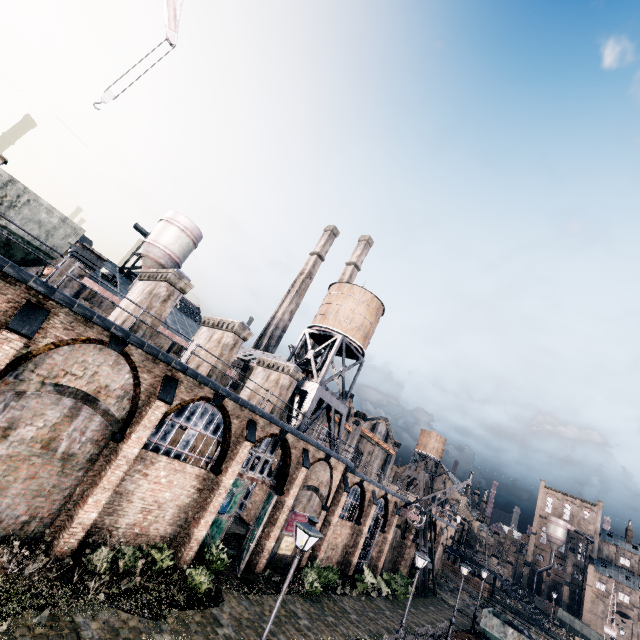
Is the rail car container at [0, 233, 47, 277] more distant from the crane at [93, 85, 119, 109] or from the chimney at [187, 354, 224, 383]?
the crane at [93, 85, 119, 109]

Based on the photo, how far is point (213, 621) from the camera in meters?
13.6

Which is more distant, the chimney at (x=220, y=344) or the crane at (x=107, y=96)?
the chimney at (x=220, y=344)

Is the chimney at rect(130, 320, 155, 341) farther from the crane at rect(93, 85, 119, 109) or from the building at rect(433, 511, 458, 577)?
the crane at rect(93, 85, 119, 109)

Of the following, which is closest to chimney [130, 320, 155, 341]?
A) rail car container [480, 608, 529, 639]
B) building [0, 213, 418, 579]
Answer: building [0, 213, 418, 579]

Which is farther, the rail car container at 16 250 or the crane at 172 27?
the crane at 172 27

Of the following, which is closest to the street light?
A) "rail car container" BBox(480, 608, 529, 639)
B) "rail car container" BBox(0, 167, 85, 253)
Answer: "rail car container" BBox(0, 167, 85, 253)

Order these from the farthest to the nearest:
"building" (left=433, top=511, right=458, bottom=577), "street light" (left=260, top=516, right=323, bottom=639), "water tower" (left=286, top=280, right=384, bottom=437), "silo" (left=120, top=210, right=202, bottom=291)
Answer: "building" (left=433, top=511, right=458, bottom=577), "silo" (left=120, top=210, right=202, bottom=291), "water tower" (left=286, top=280, right=384, bottom=437), "street light" (left=260, top=516, right=323, bottom=639)
